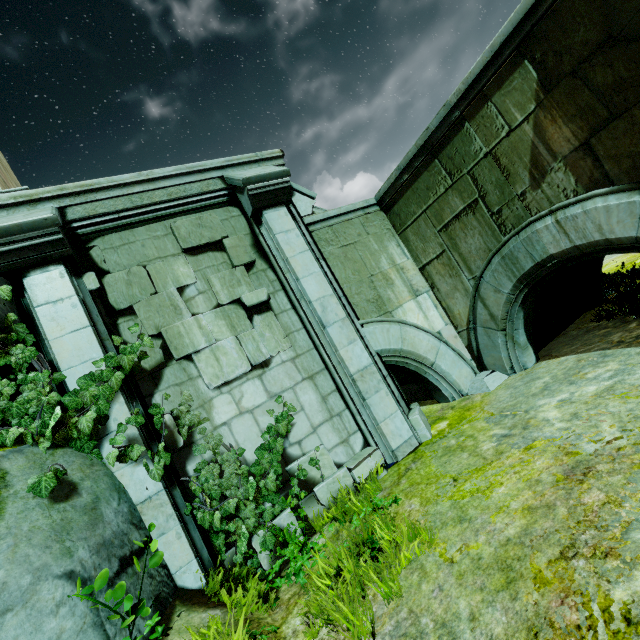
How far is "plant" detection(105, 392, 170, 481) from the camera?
3.81m

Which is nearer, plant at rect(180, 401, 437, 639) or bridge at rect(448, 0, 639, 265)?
plant at rect(180, 401, 437, 639)

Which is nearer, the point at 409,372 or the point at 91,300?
the point at 91,300

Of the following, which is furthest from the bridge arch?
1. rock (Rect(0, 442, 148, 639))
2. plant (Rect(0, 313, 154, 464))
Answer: rock (Rect(0, 442, 148, 639))

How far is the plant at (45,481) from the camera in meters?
3.0

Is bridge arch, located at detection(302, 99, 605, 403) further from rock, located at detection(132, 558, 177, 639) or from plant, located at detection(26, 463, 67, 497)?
rock, located at detection(132, 558, 177, 639)

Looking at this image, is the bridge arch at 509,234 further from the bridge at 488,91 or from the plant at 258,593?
the plant at 258,593
